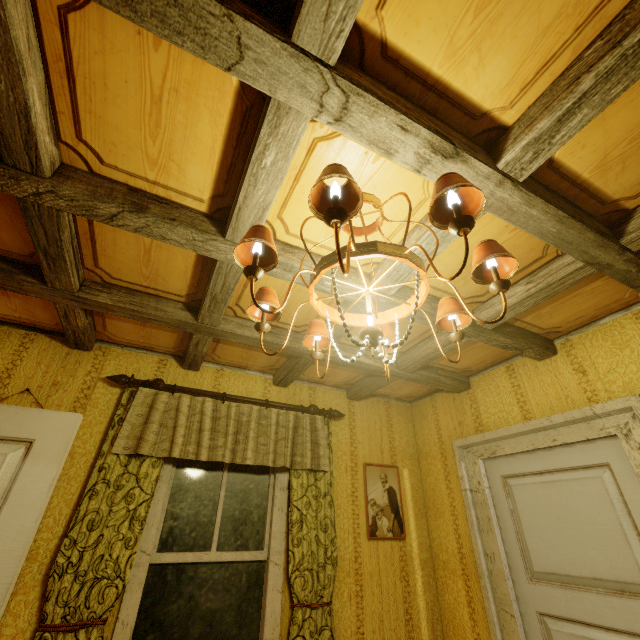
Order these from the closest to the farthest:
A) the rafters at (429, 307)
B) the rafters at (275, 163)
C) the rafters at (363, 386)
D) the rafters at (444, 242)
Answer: the rafters at (275, 163), the rafters at (444, 242), the rafters at (429, 307), the rafters at (363, 386)

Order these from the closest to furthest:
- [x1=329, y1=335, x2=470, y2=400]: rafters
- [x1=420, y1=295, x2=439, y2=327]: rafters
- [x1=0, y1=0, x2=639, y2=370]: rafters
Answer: [x1=0, y1=0, x2=639, y2=370]: rafters < [x1=420, y1=295, x2=439, y2=327]: rafters < [x1=329, y1=335, x2=470, y2=400]: rafters

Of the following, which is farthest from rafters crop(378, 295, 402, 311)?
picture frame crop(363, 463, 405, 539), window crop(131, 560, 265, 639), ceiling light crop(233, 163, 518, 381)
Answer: window crop(131, 560, 265, 639)

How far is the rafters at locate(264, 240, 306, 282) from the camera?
1.68m

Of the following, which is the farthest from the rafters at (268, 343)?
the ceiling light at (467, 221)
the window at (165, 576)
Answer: the window at (165, 576)

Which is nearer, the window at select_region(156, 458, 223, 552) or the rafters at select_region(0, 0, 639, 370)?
the rafters at select_region(0, 0, 639, 370)

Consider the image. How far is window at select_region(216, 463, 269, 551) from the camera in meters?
2.5

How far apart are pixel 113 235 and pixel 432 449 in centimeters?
337cm
